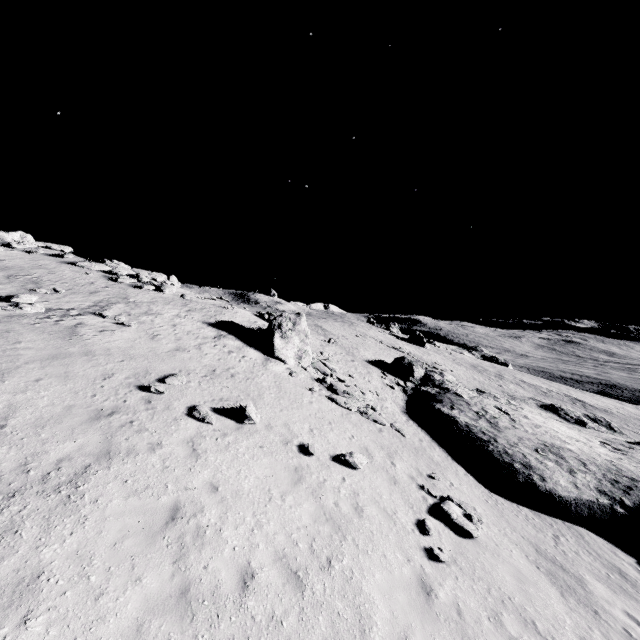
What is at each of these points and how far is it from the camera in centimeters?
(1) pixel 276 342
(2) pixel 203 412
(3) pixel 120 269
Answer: (1) stone, 1986cm
(2) stone, 1091cm
(3) stone, 2402cm

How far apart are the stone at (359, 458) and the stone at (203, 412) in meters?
4.6

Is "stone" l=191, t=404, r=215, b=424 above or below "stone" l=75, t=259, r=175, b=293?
below

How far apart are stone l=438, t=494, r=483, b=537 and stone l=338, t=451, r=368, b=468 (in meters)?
2.83

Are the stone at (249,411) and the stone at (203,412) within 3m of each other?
yes

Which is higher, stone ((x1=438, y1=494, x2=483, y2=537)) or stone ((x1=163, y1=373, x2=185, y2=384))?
stone ((x1=163, y1=373, x2=185, y2=384))

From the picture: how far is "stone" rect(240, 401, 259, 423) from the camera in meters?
11.5 m

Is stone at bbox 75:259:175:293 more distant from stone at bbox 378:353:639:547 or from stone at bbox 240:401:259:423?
stone at bbox 240:401:259:423
